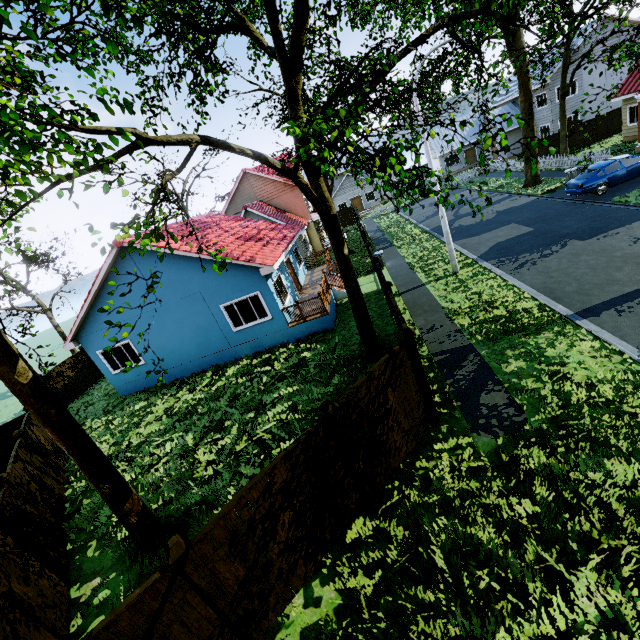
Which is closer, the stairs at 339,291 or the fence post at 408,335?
the fence post at 408,335

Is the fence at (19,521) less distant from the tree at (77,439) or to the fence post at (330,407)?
the fence post at (330,407)

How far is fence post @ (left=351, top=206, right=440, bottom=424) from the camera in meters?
6.8 m

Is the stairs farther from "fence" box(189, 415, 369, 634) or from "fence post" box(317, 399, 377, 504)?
"fence post" box(317, 399, 377, 504)

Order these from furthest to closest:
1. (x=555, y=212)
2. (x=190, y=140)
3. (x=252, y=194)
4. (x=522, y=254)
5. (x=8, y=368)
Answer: (x=252, y=194) → (x=555, y=212) → (x=522, y=254) → (x=190, y=140) → (x=8, y=368)

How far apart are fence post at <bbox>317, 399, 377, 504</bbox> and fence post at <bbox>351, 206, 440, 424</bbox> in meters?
4.9

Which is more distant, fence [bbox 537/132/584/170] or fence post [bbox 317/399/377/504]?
fence [bbox 537/132/584/170]

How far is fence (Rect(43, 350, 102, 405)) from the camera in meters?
18.8
